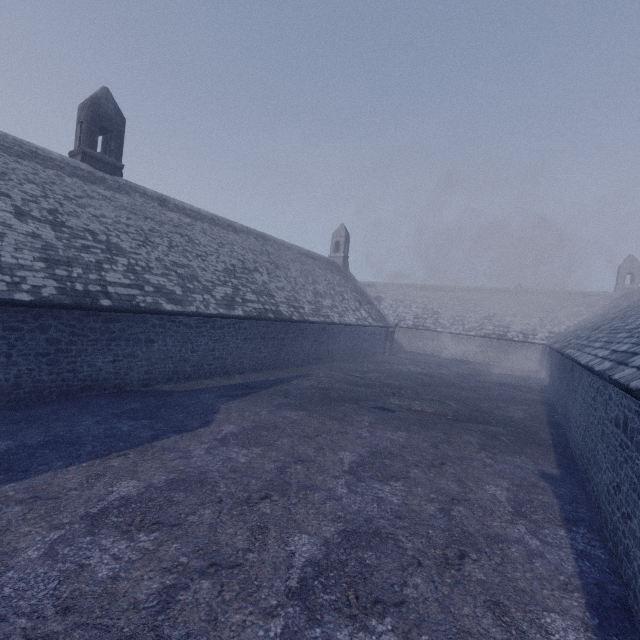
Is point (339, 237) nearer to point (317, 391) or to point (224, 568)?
point (317, 391)
